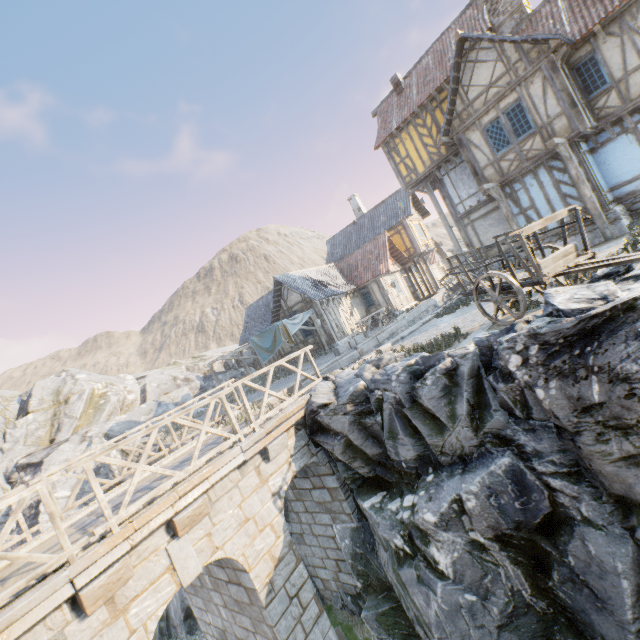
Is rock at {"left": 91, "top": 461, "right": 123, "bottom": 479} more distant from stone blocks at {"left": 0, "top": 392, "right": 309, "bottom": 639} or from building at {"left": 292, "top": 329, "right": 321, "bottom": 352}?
building at {"left": 292, "top": 329, "right": 321, "bottom": 352}

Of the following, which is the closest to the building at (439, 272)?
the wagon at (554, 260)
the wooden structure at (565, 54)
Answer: the wooden structure at (565, 54)

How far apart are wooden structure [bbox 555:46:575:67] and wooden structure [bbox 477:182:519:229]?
4.1 meters

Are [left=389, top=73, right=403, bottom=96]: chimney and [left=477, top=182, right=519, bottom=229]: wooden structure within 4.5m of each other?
no

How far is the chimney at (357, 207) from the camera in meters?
31.8

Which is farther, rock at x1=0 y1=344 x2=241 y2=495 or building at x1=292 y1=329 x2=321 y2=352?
building at x1=292 y1=329 x2=321 y2=352

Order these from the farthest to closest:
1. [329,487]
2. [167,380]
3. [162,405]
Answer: [167,380], [162,405], [329,487]

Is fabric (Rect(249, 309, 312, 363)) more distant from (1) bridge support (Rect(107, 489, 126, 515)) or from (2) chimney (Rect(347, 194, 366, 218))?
(2) chimney (Rect(347, 194, 366, 218))
